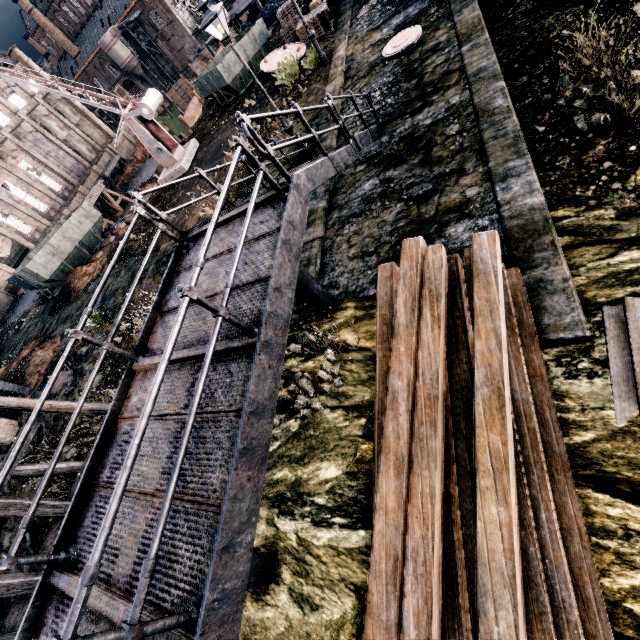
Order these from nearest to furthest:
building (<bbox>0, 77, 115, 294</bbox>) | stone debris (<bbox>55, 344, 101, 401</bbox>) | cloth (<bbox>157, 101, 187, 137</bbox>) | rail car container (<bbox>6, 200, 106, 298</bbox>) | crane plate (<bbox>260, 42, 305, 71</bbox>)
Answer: stone debris (<bbox>55, 344, 101, 401</bbox>)
crane plate (<bbox>260, 42, 305, 71</bbox>)
rail car container (<bbox>6, 200, 106, 298</bbox>)
building (<bbox>0, 77, 115, 294</bbox>)
cloth (<bbox>157, 101, 187, 137</bbox>)

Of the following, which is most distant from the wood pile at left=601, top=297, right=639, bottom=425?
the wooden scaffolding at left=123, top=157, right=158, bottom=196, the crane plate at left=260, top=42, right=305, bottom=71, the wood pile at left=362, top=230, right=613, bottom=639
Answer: the wooden scaffolding at left=123, top=157, right=158, bottom=196

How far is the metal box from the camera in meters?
22.6 m

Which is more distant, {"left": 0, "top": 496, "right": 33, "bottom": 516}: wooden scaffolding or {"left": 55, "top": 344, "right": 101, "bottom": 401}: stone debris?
{"left": 55, "top": 344, "right": 101, "bottom": 401}: stone debris

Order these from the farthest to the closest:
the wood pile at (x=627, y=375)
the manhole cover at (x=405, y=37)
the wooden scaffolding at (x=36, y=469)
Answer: the manhole cover at (x=405, y=37)
the wooden scaffolding at (x=36, y=469)
the wood pile at (x=627, y=375)

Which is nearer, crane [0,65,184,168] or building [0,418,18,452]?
building [0,418,18,452]

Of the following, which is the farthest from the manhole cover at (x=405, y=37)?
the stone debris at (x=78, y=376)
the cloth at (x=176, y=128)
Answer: the cloth at (x=176, y=128)

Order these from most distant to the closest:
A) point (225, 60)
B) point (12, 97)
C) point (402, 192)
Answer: point (12, 97), point (225, 60), point (402, 192)
